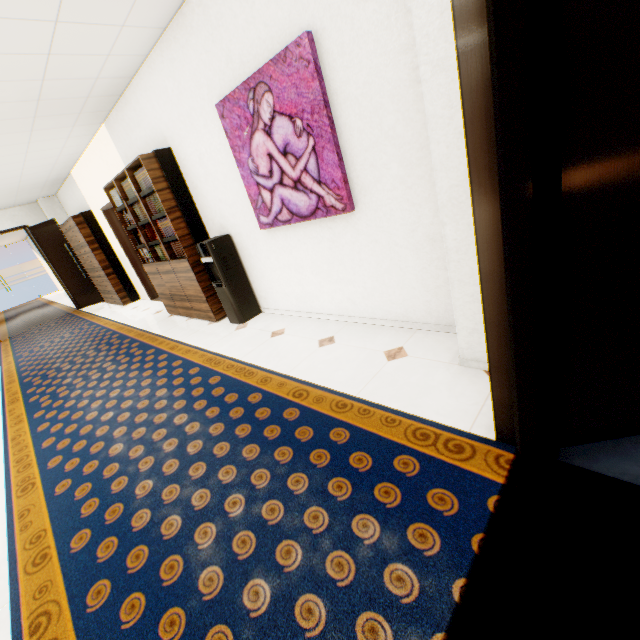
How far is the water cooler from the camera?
3.8 meters

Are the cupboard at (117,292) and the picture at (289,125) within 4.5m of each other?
no

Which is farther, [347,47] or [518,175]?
[347,47]

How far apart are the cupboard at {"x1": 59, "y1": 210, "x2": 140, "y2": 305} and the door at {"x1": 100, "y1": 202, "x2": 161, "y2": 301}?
0.7 meters

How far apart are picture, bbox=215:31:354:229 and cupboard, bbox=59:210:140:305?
5.9m

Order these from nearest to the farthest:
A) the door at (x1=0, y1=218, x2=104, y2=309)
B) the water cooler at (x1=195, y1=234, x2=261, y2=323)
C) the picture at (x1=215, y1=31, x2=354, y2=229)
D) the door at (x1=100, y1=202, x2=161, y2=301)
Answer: the picture at (x1=215, y1=31, x2=354, y2=229)
the water cooler at (x1=195, y1=234, x2=261, y2=323)
the door at (x1=100, y1=202, x2=161, y2=301)
the door at (x1=0, y1=218, x2=104, y2=309)

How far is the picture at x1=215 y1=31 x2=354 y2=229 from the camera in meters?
2.3

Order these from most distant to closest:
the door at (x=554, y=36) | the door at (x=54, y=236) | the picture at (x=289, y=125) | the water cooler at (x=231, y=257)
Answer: the door at (x=54, y=236), the water cooler at (x=231, y=257), the picture at (x=289, y=125), the door at (x=554, y=36)
